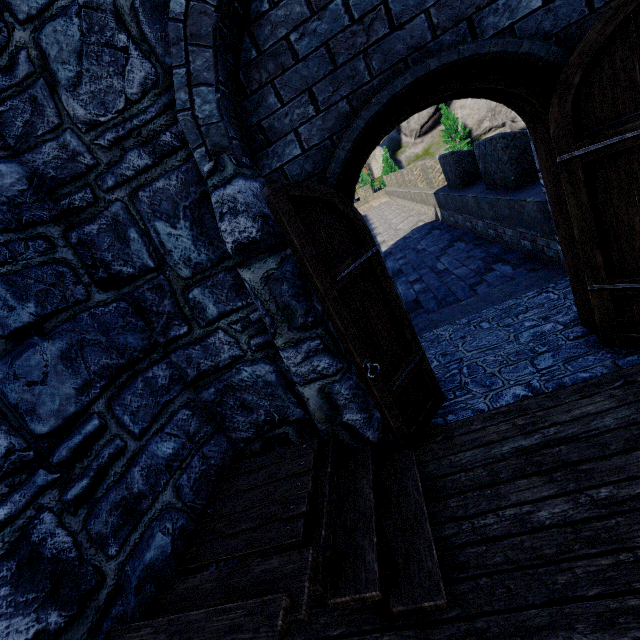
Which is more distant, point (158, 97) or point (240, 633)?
point (158, 97)
